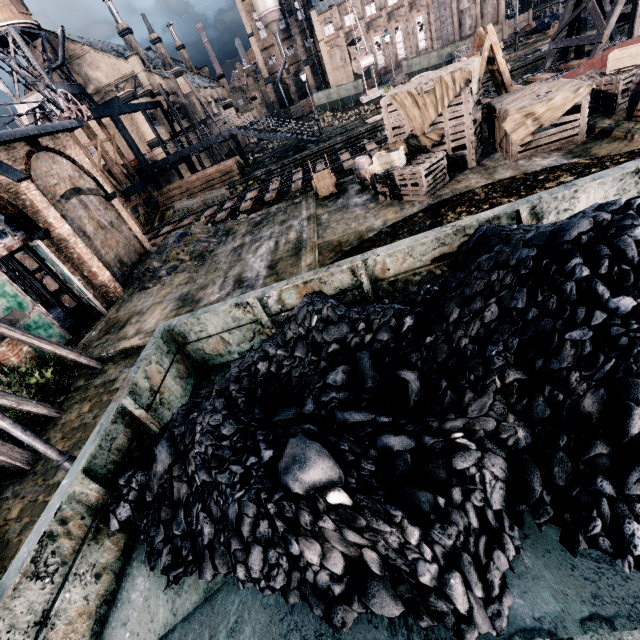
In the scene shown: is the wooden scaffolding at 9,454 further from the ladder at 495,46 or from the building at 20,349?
the ladder at 495,46

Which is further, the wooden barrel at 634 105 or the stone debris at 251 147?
the stone debris at 251 147

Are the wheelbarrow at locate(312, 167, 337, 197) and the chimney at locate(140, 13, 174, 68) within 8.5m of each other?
no

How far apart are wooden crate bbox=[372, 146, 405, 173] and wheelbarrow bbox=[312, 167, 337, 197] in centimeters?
371cm

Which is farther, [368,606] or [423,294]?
[423,294]

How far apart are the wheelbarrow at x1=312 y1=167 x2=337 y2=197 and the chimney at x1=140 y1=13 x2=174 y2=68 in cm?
5629

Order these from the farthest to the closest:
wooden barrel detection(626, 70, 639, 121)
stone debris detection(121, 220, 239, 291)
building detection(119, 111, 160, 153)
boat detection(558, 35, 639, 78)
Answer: building detection(119, 111, 160, 153), stone debris detection(121, 220, 239, 291), boat detection(558, 35, 639, 78), wooden barrel detection(626, 70, 639, 121)

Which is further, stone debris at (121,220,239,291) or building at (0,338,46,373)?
stone debris at (121,220,239,291)
